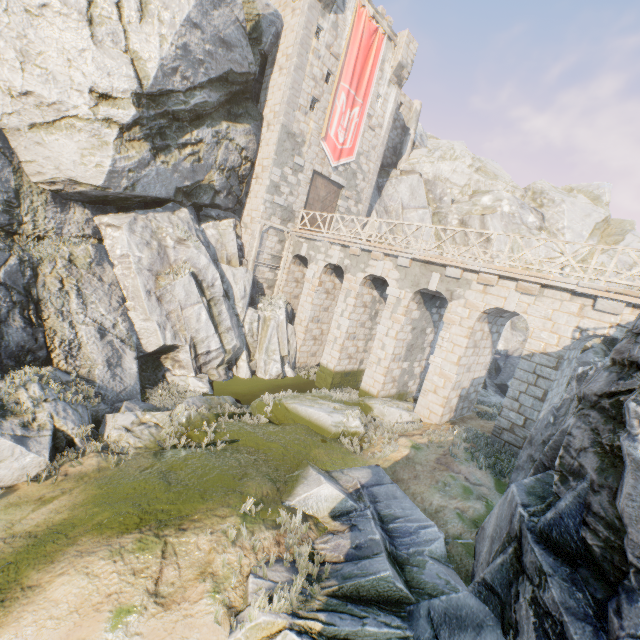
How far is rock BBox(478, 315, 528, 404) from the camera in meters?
21.1

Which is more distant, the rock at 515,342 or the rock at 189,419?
the rock at 515,342

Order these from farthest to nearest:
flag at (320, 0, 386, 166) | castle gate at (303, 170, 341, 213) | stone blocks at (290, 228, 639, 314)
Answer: castle gate at (303, 170, 341, 213)
flag at (320, 0, 386, 166)
stone blocks at (290, 228, 639, 314)

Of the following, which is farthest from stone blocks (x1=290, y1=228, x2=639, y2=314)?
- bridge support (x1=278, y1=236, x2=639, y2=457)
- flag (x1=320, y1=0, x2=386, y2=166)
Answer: flag (x1=320, y1=0, x2=386, y2=166)

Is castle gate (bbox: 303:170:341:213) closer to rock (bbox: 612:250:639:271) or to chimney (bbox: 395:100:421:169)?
rock (bbox: 612:250:639:271)

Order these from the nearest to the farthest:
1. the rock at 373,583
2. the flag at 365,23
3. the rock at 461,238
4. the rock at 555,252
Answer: the rock at 373,583
the flag at 365,23
the rock at 555,252
the rock at 461,238

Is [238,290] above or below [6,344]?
above

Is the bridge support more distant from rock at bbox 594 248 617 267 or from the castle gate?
the castle gate
